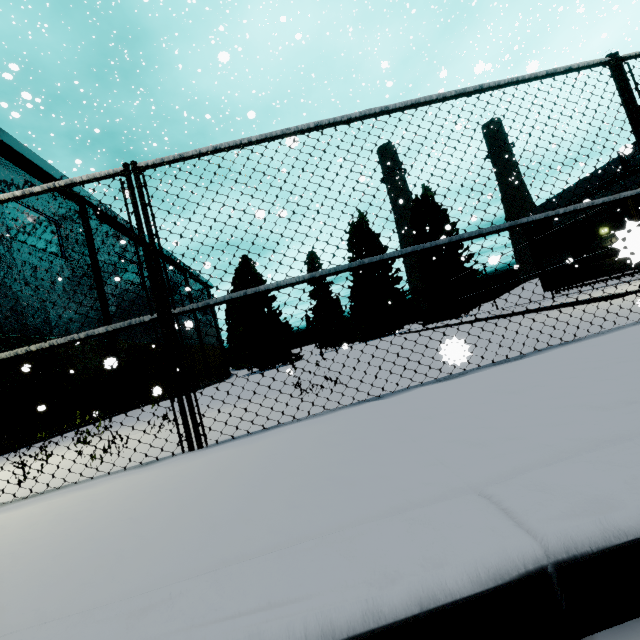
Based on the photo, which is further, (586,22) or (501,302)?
(501,302)
